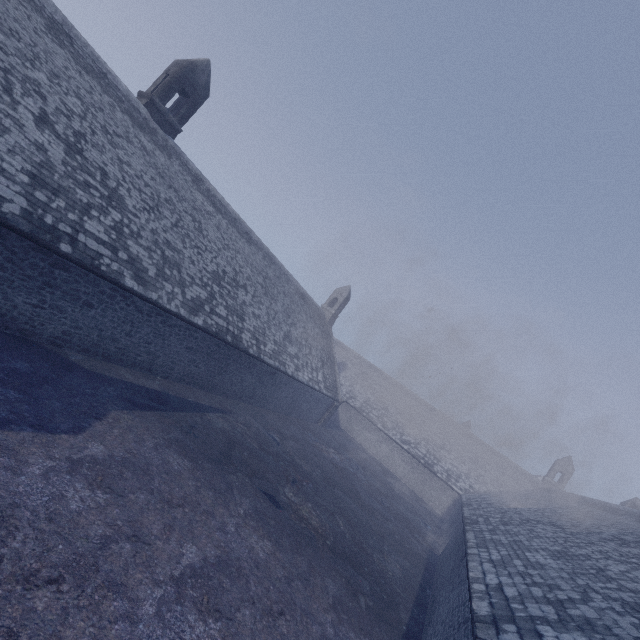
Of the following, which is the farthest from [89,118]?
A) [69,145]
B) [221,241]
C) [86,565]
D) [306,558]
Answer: [306,558]
